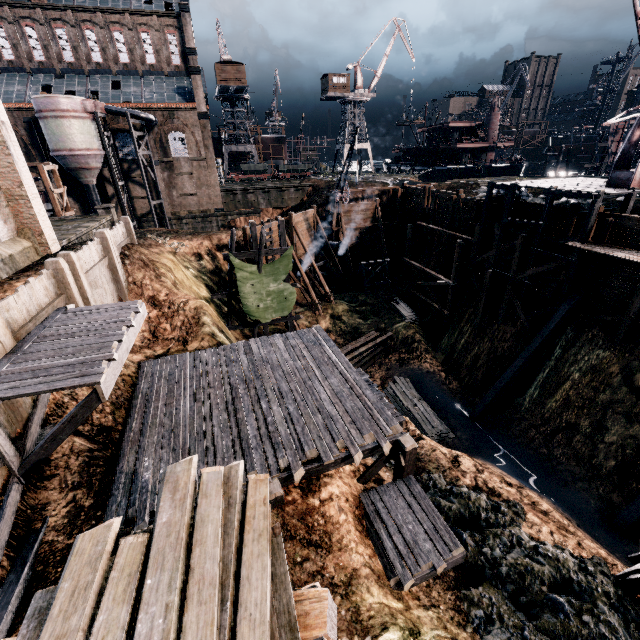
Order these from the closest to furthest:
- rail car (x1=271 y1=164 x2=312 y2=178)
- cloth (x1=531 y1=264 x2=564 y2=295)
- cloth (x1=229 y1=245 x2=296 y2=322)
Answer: cloth (x1=531 y1=264 x2=564 y2=295), cloth (x1=229 y1=245 x2=296 y2=322), rail car (x1=271 y1=164 x2=312 y2=178)

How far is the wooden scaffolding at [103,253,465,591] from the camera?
8.8m

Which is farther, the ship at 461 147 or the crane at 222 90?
Result: the crane at 222 90

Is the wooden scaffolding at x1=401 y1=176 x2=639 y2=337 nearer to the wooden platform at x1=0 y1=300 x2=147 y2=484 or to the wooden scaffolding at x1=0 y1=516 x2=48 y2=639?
the wooden platform at x1=0 y1=300 x2=147 y2=484

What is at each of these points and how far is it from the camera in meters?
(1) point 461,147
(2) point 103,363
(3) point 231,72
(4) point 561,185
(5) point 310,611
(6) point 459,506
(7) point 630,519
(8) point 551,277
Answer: (1) ship, 57.4
(2) wooden platform, 7.9
(3) building, 54.4
(4) wooden scaffolding, 22.0
(5) wooden support structure, 3.7
(6) stone debris, 12.2
(7) wooden brace, 15.2
(8) cloth, 22.2

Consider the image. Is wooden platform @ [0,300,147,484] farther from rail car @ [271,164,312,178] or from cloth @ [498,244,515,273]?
rail car @ [271,164,312,178]

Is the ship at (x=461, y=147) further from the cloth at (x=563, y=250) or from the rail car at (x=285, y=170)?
the cloth at (x=563, y=250)

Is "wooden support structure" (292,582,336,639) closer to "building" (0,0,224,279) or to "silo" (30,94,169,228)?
"building" (0,0,224,279)
